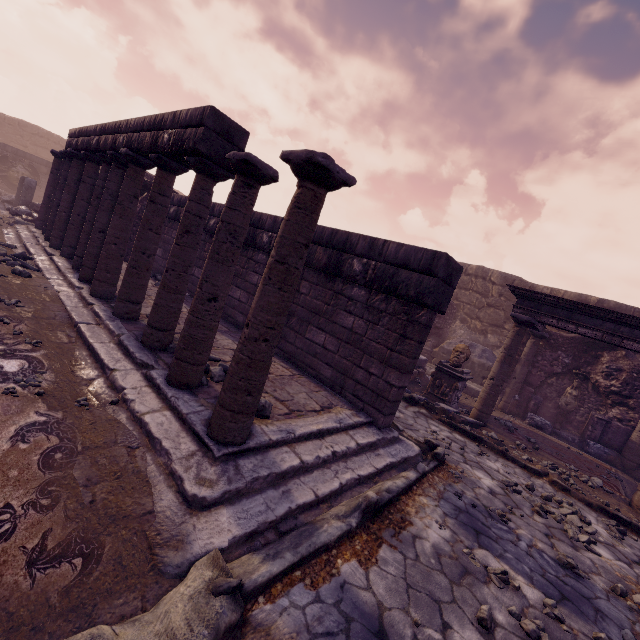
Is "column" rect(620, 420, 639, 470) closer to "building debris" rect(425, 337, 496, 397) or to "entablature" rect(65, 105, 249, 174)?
"building debris" rect(425, 337, 496, 397)

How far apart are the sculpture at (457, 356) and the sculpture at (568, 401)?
4.8m

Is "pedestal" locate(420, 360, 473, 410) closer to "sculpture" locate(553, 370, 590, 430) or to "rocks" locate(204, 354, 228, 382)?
"sculpture" locate(553, 370, 590, 430)

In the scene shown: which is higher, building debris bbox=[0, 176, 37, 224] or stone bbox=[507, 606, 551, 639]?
building debris bbox=[0, 176, 37, 224]

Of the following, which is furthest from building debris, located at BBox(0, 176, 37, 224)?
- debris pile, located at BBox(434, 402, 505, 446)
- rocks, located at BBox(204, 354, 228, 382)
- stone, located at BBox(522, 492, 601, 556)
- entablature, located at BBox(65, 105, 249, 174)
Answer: stone, located at BBox(522, 492, 601, 556)

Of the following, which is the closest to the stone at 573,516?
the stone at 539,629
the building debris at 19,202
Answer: the stone at 539,629

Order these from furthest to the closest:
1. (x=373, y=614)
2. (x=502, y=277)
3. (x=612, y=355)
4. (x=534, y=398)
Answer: (x=502, y=277)
(x=534, y=398)
(x=612, y=355)
(x=373, y=614)

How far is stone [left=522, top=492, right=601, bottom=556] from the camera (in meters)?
4.30
